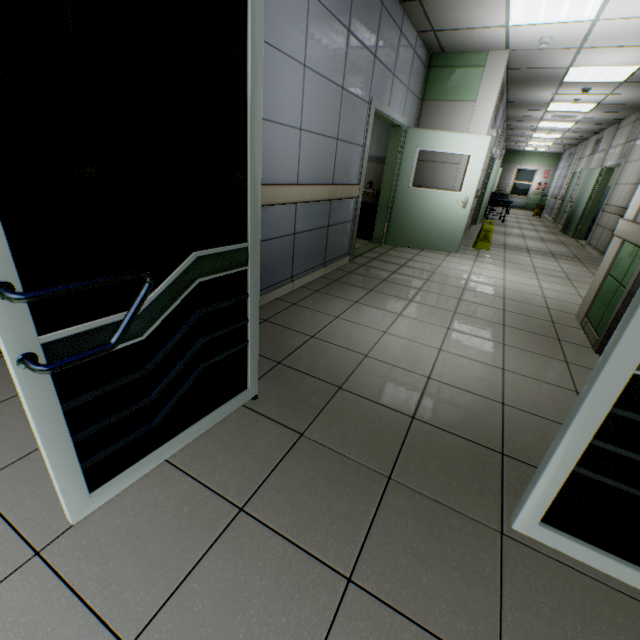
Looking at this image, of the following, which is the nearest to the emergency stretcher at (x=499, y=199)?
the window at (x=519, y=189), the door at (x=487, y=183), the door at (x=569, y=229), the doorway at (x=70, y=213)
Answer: the door at (x=487, y=183)

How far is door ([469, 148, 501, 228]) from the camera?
9.41m

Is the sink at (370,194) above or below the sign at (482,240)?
above

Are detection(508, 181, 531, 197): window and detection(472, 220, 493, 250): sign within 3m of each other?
no

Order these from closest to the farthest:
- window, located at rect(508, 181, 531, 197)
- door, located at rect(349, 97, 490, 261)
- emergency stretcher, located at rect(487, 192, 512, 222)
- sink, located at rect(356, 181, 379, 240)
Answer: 1. door, located at rect(349, 97, 490, 261)
2. sink, located at rect(356, 181, 379, 240)
3. emergency stretcher, located at rect(487, 192, 512, 222)
4. window, located at rect(508, 181, 531, 197)

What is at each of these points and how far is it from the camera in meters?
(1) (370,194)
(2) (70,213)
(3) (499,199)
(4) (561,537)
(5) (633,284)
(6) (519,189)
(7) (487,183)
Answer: (1) sink, 6.3 m
(2) doorway, 0.9 m
(3) emergency stretcher, 12.1 m
(4) doorway, 1.3 m
(5) door, 2.7 m
(6) window, 20.3 m
(7) door, 10.3 m

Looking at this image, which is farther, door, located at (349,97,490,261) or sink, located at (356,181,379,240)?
sink, located at (356,181,379,240)

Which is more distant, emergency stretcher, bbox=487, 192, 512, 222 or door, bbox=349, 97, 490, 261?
emergency stretcher, bbox=487, 192, 512, 222
